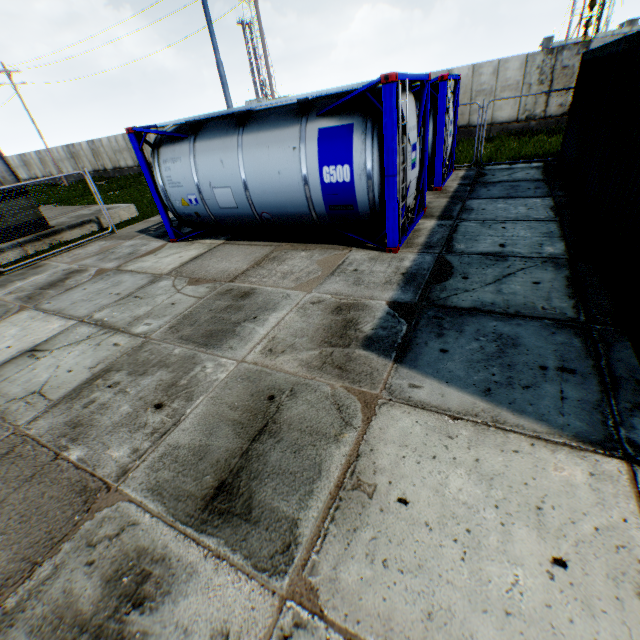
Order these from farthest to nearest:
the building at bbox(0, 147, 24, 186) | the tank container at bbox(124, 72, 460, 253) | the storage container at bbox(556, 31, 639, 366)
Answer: the building at bbox(0, 147, 24, 186), the tank container at bbox(124, 72, 460, 253), the storage container at bbox(556, 31, 639, 366)

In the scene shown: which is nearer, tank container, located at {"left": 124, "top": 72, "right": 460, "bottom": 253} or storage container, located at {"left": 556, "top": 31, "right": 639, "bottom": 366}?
storage container, located at {"left": 556, "top": 31, "right": 639, "bottom": 366}

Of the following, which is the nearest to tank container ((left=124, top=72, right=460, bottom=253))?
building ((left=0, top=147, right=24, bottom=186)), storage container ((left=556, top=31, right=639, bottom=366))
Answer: storage container ((left=556, top=31, right=639, bottom=366))

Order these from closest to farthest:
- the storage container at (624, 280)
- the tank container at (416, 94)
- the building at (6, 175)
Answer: the storage container at (624, 280) → the tank container at (416, 94) → the building at (6, 175)

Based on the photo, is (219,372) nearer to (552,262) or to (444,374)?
(444,374)

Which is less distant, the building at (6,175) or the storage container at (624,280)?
the storage container at (624,280)

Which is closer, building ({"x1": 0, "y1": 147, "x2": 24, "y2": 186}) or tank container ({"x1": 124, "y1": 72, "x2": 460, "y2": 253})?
tank container ({"x1": 124, "y1": 72, "x2": 460, "y2": 253})

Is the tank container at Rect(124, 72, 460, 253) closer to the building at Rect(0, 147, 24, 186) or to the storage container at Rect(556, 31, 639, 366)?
the storage container at Rect(556, 31, 639, 366)
